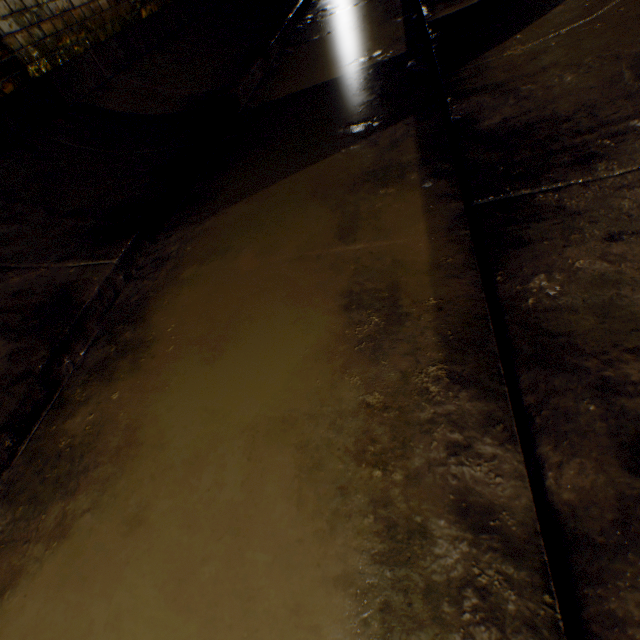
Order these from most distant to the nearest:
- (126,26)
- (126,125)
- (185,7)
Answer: (185,7)
(126,26)
(126,125)
